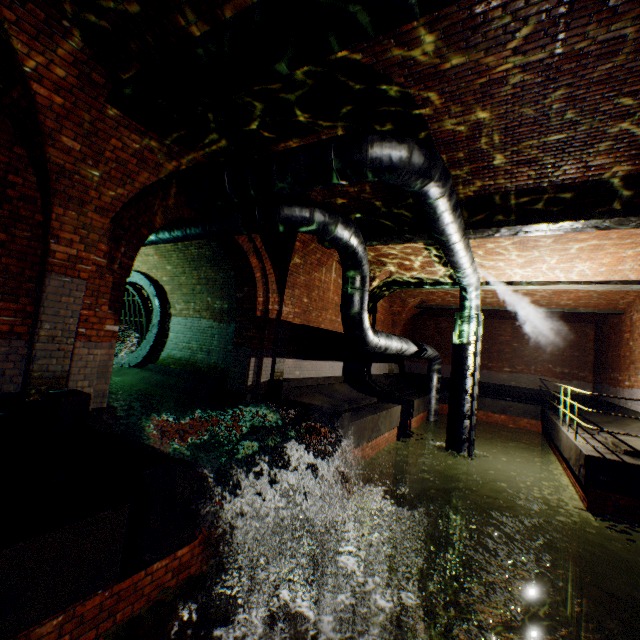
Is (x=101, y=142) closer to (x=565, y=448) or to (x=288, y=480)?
(x=288, y=480)

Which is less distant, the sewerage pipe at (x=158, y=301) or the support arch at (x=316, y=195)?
the support arch at (x=316, y=195)

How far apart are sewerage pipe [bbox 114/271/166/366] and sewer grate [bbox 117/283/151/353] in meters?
0.0 m

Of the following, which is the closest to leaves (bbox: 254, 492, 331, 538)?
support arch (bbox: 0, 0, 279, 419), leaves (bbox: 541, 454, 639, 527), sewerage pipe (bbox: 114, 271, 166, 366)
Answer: support arch (bbox: 0, 0, 279, 419)

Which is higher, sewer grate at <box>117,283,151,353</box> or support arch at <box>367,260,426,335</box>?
support arch at <box>367,260,426,335</box>

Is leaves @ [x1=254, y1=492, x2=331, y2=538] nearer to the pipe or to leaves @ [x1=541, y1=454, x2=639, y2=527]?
the pipe

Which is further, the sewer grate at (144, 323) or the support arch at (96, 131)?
the sewer grate at (144, 323)

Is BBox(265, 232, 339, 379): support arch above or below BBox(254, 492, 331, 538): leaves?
above
